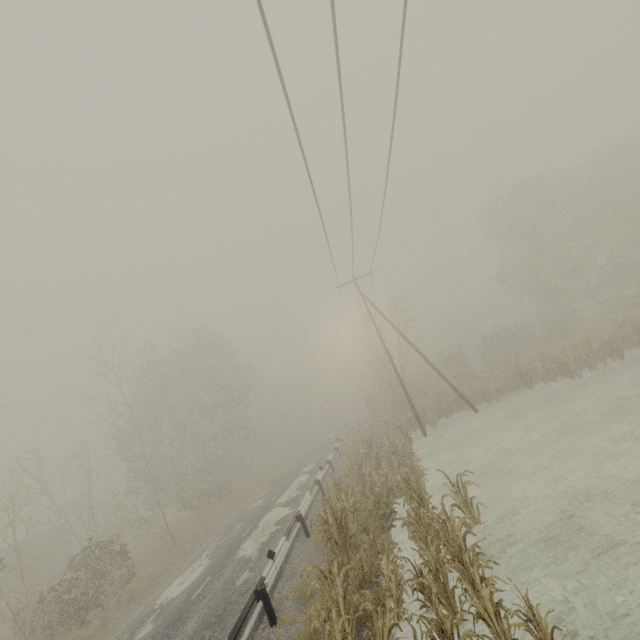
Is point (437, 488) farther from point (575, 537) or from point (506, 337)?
point (506, 337)

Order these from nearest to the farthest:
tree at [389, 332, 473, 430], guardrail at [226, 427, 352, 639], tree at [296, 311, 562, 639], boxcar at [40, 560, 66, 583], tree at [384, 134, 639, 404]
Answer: tree at [296, 311, 562, 639]
guardrail at [226, 427, 352, 639]
tree at [384, 134, 639, 404]
tree at [389, 332, 473, 430]
boxcar at [40, 560, 66, 583]

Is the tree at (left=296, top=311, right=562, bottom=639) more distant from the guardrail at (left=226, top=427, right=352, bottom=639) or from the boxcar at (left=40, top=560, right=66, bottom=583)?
the boxcar at (left=40, top=560, right=66, bottom=583)

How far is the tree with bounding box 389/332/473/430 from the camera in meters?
23.0

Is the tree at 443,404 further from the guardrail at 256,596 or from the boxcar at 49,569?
the boxcar at 49,569

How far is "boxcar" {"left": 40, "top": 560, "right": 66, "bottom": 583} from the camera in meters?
31.1 m

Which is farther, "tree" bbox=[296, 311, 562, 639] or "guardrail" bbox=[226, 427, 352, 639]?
"guardrail" bbox=[226, 427, 352, 639]

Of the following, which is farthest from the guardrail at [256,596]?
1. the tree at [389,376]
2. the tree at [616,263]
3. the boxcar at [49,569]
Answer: the boxcar at [49,569]
